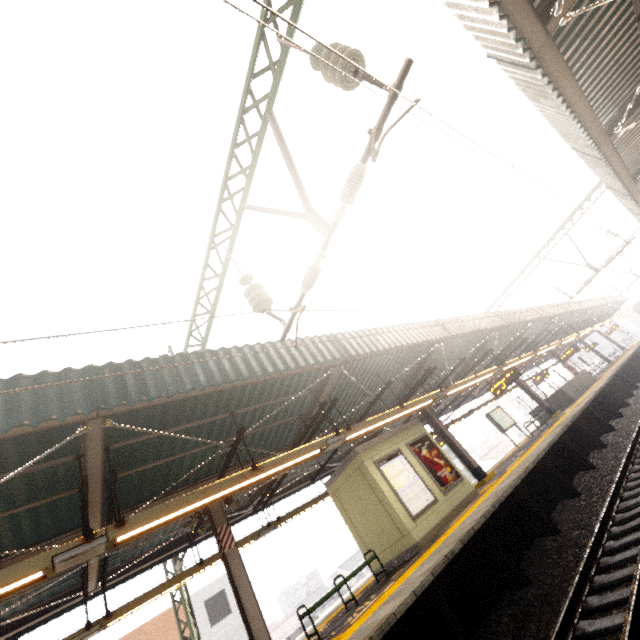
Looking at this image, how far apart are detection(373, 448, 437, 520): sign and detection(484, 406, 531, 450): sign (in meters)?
8.02

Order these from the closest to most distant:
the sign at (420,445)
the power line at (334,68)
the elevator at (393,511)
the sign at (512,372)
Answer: the power line at (334,68) < the elevator at (393,511) < the sign at (420,445) < the sign at (512,372)

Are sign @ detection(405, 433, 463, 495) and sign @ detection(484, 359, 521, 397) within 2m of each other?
no

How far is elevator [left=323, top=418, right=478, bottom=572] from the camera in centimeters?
873cm

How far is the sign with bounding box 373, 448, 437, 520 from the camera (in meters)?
9.08

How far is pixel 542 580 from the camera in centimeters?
602cm

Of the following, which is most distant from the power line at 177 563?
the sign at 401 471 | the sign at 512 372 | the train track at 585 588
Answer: the sign at 512 372

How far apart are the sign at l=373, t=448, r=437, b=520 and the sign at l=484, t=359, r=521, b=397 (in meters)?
6.40
